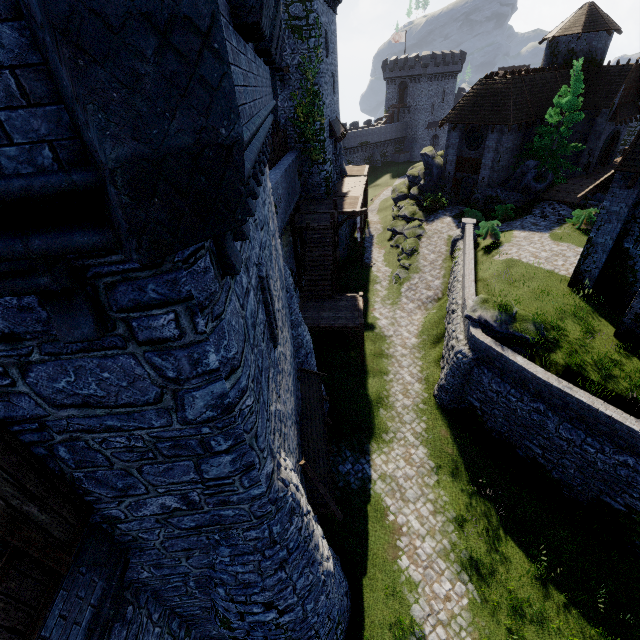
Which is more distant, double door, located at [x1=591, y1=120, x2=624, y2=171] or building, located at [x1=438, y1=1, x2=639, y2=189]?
double door, located at [x1=591, y1=120, x2=624, y2=171]

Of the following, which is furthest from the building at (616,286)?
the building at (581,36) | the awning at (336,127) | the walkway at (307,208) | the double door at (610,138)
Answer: the awning at (336,127)

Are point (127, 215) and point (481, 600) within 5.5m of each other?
no

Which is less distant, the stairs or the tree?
the stairs

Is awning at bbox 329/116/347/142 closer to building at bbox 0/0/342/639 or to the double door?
building at bbox 0/0/342/639

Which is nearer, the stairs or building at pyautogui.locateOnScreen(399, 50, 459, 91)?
the stairs

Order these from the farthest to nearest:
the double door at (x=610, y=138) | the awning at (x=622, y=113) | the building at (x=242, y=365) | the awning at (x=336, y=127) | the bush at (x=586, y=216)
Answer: the double door at (x=610, y=138), the awning at (x=622, y=113), the awning at (x=336, y=127), the bush at (x=586, y=216), the building at (x=242, y=365)

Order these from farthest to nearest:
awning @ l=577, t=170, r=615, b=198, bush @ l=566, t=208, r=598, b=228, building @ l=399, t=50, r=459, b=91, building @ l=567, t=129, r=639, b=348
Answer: building @ l=399, t=50, r=459, b=91 < bush @ l=566, t=208, r=598, b=228 < awning @ l=577, t=170, r=615, b=198 < building @ l=567, t=129, r=639, b=348
